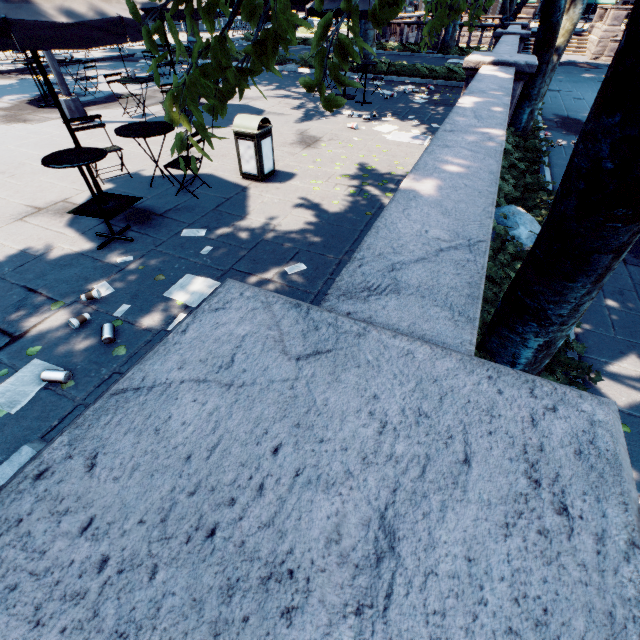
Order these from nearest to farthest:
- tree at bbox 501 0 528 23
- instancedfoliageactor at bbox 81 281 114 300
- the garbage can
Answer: instancedfoliageactor at bbox 81 281 114 300
the garbage can
tree at bbox 501 0 528 23

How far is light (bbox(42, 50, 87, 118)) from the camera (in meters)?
7.96

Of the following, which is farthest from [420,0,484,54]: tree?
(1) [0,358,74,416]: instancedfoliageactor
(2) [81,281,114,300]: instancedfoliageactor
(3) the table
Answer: (1) [0,358,74,416]: instancedfoliageactor

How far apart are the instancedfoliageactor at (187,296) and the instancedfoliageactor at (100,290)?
0.7m

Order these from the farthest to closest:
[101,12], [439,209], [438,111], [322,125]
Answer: → [438,111], [322,125], [101,12], [439,209]

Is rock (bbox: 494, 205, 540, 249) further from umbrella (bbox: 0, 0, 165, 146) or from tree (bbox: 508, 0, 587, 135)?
umbrella (bbox: 0, 0, 165, 146)

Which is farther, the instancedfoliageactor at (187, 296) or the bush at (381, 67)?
the bush at (381, 67)

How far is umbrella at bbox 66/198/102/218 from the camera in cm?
516
